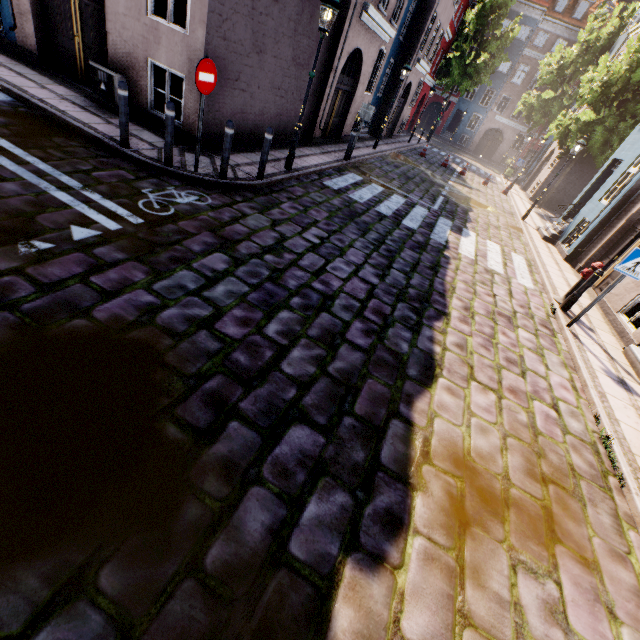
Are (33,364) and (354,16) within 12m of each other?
no

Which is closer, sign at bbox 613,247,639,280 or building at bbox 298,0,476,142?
sign at bbox 613,247,639,280

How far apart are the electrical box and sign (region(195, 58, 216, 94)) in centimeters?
320cm

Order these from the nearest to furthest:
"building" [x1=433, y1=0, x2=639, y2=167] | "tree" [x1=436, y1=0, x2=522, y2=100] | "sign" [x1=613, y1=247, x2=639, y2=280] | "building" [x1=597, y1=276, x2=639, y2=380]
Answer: "sign" [x1=613, y1=247, x2=639, y2=280]
"building" [x1=597, y1=276, x2=639, y2=380]
"tree" [x1=436, y1=0, x2=522, y2=100]
"building" [x1=433, y1=0, x2=639, y2=167]

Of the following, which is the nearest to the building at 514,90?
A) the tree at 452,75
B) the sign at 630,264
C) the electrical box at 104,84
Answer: the electrical box at 104,84

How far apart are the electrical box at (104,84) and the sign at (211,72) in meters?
3.2

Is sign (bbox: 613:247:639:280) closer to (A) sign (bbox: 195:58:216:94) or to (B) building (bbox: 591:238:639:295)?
(B) building (bbox: 591:238:639:295)

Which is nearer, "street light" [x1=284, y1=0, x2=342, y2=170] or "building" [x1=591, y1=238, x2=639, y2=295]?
"street light" [x1=284, y1=0, x2=342, y2=170]
